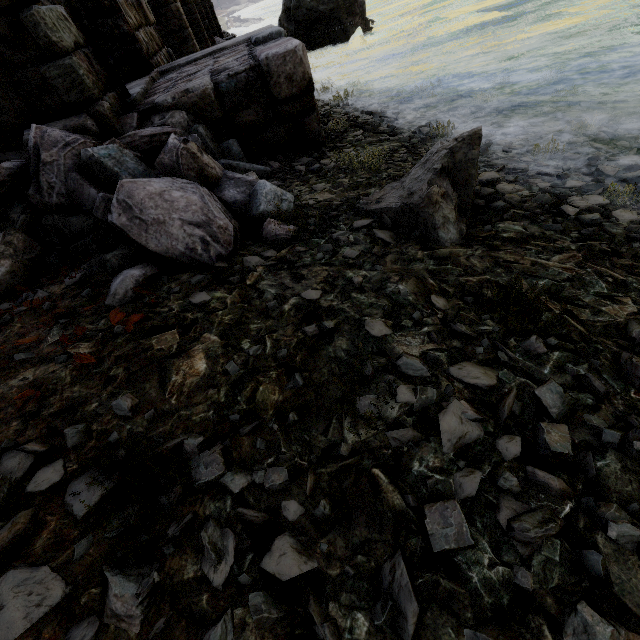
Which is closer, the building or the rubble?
the rubble

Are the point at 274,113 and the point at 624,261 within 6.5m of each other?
yes

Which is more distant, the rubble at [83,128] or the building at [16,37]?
the building at [16,37]
